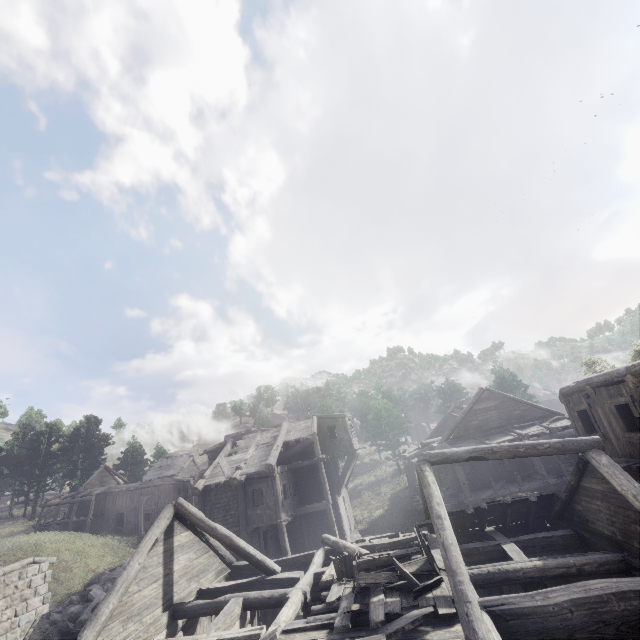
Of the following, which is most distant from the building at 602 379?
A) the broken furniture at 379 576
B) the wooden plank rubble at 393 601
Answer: the broken furniture at 379 576

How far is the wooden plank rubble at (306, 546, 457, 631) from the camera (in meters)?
7.33

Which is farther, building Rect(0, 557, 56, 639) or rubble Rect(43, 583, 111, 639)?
rubble Rect(43, 583, 111, 639)

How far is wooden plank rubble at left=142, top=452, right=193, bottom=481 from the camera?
43.5 meters

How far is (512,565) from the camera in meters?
8.9 m

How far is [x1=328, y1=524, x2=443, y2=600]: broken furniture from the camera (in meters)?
8.26

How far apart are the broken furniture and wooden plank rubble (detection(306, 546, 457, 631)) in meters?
0.0 m

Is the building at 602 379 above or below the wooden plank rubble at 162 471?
below
